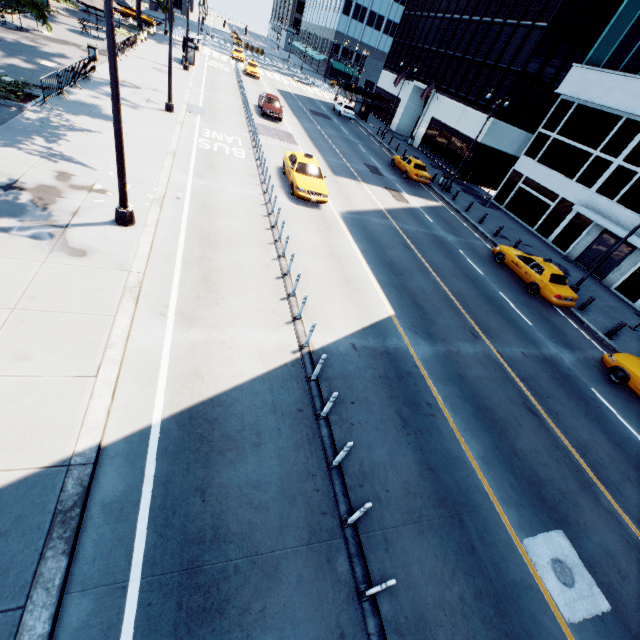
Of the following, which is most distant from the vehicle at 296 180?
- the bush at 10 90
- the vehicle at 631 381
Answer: the vehicle at 631 381

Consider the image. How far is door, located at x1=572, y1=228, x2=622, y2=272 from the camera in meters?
22.3

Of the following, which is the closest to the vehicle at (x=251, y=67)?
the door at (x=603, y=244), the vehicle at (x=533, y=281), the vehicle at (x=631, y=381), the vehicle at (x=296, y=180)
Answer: the vehicle at (x=296, y=180)

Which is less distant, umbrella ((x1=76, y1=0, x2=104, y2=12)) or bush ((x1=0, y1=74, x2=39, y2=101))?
bush ((x1=0, y1=74, x2=39, y2=101))

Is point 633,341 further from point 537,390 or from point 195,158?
point 195,158

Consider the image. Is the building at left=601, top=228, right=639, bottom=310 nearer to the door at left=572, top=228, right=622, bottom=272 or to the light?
the door at left=572, top=228, right=622, bottom=272

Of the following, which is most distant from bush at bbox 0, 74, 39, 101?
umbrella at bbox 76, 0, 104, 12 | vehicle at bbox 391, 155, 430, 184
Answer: vehicle at bbox 391, 155, 430, 184

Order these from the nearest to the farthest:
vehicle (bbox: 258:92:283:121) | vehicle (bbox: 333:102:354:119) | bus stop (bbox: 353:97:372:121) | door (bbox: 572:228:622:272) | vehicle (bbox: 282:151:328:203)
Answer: vehicle (bbox: 282:151:328:203), door (bbox: 572:228:622:272), vehicle (bbox: 258:92:283:121), vehicle (bbox: 333:102:354:119), bus stop (bbox: 353:97:372:121)
